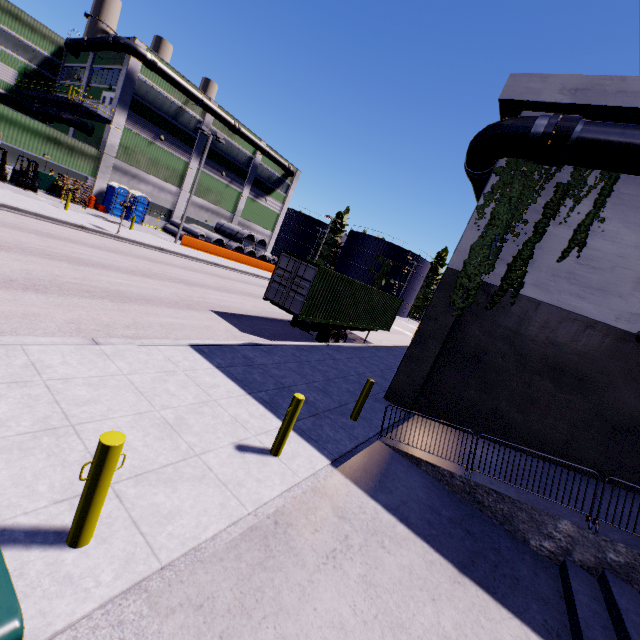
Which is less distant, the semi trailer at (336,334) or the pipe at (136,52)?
the semi trailer at (336,334)

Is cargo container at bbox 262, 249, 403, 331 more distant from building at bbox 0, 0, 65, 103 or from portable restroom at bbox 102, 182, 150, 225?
portable restroom at bbox 102, 182, 150, 225

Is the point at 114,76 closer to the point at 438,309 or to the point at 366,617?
the point at 438,309

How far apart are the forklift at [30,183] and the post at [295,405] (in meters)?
27.17

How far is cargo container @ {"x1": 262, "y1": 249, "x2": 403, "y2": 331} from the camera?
13.6m

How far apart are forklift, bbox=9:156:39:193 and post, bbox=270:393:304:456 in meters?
27.2

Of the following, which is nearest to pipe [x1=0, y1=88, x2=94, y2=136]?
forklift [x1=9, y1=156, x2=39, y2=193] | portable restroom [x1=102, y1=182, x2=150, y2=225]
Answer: forklift [x1=9, y1=156, x2=39, y2=193]

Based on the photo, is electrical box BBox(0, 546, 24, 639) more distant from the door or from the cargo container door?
the door
